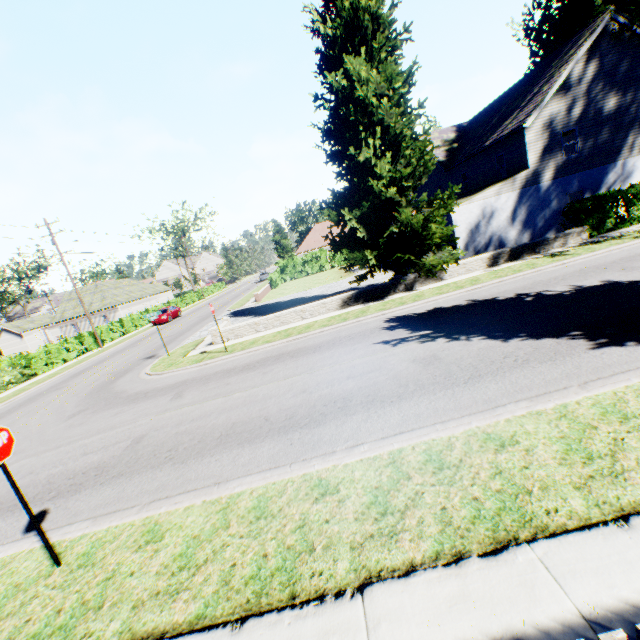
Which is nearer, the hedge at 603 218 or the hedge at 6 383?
the hedge at 603 218

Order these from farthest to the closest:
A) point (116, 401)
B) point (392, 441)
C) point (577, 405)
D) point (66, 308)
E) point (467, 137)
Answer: point (66, 308) < point (467, 137) < point (116, 401) < point (392, 441) < point (577, 405)

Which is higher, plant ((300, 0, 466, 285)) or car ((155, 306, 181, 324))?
plant ((300, 0, 466, 285))

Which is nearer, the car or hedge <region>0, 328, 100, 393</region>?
hedge <region>0, 328, 100, 393</region>

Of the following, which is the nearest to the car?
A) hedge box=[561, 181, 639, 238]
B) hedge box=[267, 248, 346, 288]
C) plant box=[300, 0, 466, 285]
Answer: hedge box=[267, 248, 346, 288]

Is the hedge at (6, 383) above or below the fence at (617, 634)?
below

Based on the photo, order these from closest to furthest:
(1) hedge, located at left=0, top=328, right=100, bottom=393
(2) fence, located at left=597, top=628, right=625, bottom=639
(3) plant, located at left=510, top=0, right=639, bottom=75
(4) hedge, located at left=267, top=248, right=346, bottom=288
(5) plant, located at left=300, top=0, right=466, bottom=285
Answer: (2) fence, located at left=597, top=628, right=625, bottom=639 → (5) plant, located at left=300, top=0, right=466, bottom=285 → (3) plant, located at left=510, top=0, right=639, bottom=75 → (1) hedge, located at left=0, top=328, right=100, bottom=393 → (4) hedge, located at left=267, top=248, right=346, bottom=288

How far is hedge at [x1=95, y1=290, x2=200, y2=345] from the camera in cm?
3186
